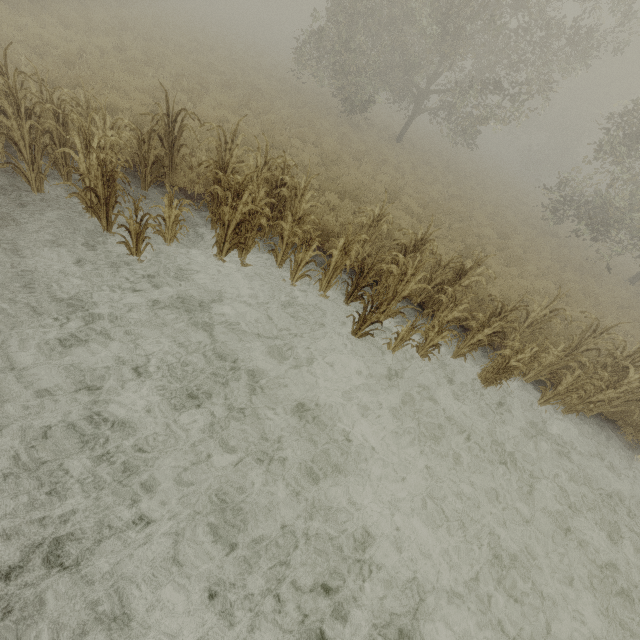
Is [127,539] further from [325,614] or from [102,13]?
[102,13]
